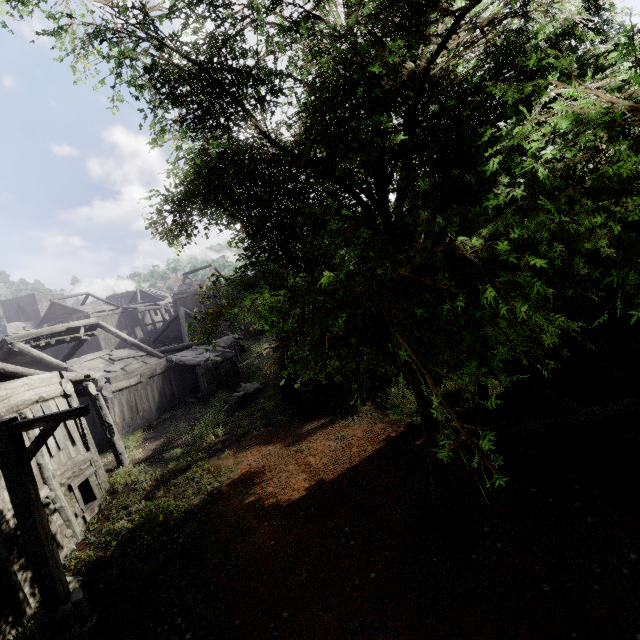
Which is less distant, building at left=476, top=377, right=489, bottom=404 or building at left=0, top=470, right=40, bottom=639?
building at left=0, top=470, right=40, bottom=639

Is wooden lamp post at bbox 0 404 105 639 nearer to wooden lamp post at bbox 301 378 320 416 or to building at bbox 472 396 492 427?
building at bbox 472 396 492 427

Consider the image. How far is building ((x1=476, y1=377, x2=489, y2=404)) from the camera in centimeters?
882cm

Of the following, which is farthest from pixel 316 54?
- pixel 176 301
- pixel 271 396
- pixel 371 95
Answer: pixel 176 301

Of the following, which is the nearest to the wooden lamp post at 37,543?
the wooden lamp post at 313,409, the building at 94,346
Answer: the building at 94,346

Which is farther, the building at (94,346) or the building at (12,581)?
the building at (94,346)
